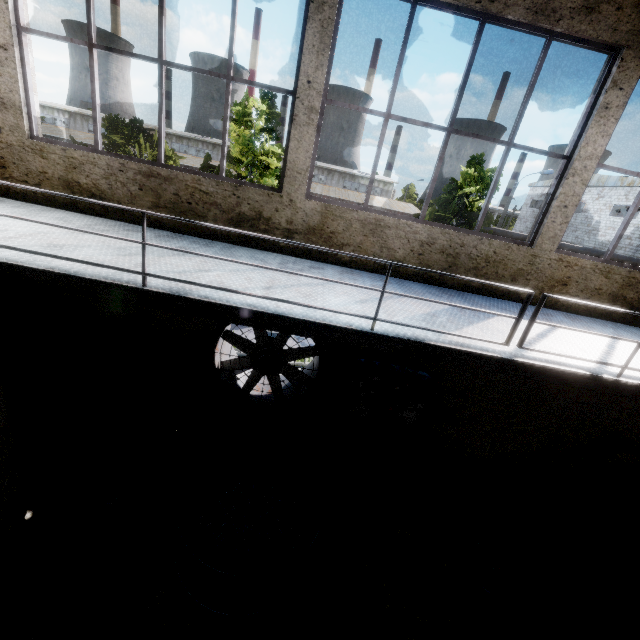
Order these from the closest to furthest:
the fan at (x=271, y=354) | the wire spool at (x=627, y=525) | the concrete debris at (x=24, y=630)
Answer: the concrete debris at (x=24, y=630) → the wire spool at (x=627, y=525) → the fan at (x=271, y=354)

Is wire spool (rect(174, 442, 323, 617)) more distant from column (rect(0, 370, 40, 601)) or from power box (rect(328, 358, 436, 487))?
column (rect(0, 370, 40, 601))

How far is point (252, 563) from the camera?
3.91m

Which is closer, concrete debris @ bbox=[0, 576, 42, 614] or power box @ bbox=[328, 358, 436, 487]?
concrete debris @ bbox=[0, 576, 42, 614]

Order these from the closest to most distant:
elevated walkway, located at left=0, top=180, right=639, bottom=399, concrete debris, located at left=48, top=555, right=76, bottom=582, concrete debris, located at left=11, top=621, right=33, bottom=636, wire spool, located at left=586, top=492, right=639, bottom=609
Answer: elevated walkway, located at left=0, top=180, right=639, bottom=399, concrete debris, located at left=11, top=621, right=33, bottom=636, concrete debris, located at left=48, top=555, right=76, bottom=582, wire spool, located at left=586, top=492, right=639, bottom=609

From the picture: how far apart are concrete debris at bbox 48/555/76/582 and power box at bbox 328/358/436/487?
4.0m

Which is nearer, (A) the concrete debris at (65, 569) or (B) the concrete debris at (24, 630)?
(B) the concrete debris at (24, 630)

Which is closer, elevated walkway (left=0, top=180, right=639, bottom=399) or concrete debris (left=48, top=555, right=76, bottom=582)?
elevated walkway (left=0, top=180, right=639, bottom=399)
